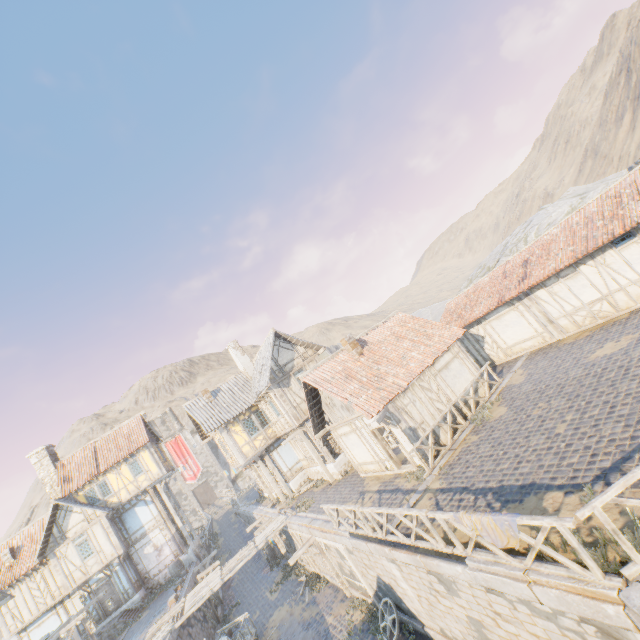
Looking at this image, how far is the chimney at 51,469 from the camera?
25.9 meters

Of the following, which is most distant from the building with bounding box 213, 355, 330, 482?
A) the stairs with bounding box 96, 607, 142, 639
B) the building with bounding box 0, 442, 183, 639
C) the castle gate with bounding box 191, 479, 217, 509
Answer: the castle gate with bounding box 191, 479, 217, 509

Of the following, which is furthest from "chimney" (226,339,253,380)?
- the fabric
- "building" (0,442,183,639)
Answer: the fabric

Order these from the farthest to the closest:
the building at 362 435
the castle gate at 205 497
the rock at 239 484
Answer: the rock at 239 484, the castle gate at 205 497, the building at 362 435

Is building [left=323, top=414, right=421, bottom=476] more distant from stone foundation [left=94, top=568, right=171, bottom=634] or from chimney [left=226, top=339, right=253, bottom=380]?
stone foundation [left=94, top=568, right=171, bottom=634]

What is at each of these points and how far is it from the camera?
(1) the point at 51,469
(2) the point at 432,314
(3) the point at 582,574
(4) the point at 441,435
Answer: (1) chimney, 26.4 meters
(2) rock, 39.4 meters
(3) wooden fence, 5.1 meters
(4) building, 13.3 meters

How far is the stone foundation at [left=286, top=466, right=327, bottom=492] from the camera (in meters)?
21.25

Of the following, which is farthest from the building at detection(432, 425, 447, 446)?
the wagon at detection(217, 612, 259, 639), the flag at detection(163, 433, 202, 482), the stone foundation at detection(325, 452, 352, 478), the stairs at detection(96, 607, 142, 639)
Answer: the stairs at detection(96, 607, 142, 639)
